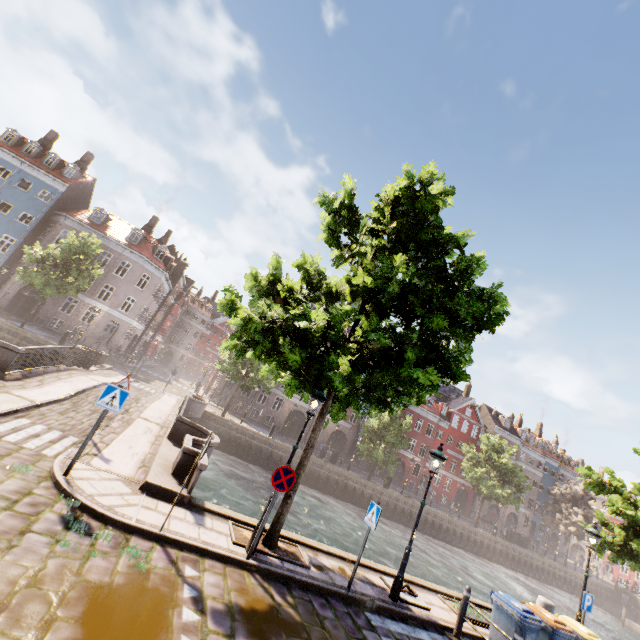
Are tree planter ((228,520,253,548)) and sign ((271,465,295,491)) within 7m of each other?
yes

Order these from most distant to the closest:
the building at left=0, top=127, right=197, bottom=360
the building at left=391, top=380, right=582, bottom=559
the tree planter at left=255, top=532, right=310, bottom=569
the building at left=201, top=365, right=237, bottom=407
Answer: the building at left=391, top=380, right=582, bottom=559 → the building at left=201, top=365, right=237, bottom=407 → the building at left=0, top=127, right=197, bottom=360 → the tree planter at left=255, top=532, right=310, bottom=569

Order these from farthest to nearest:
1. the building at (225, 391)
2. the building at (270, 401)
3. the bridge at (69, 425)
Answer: the building at (270, 401) → the building at (225, 391) → the bridge at (69, 425)

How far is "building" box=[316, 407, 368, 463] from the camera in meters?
40.1 m

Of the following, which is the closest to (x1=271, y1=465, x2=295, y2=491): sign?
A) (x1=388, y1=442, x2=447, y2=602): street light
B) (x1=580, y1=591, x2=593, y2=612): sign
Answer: (x1=388, y1=442, x2=447, y2=602): street light

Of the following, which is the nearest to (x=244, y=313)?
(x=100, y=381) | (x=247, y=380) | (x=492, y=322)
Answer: (x=492, y=322)

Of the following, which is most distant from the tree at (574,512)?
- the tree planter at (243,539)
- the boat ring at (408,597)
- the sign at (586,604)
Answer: the sign at (586,604)

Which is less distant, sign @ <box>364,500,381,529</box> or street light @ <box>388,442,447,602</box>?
sign @ <box>364,500,381,529</box>
